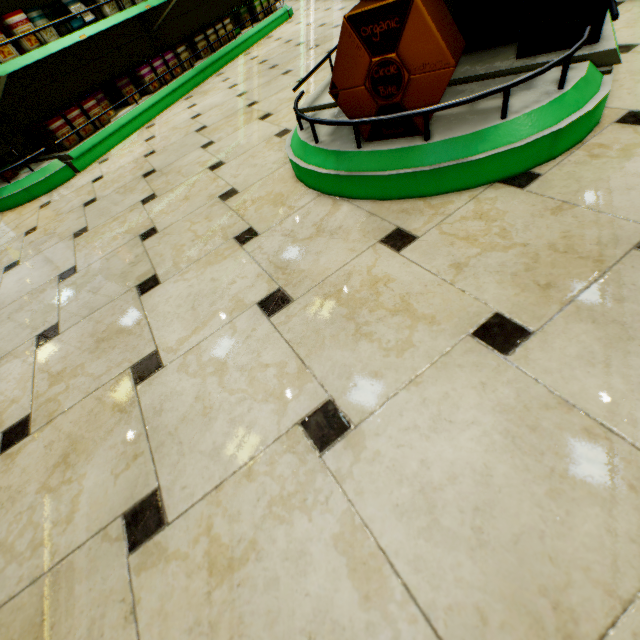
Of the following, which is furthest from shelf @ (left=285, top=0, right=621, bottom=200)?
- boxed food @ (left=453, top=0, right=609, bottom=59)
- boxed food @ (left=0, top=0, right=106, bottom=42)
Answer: boxed food @ (left=0, top=0, right=106, bottom=42)

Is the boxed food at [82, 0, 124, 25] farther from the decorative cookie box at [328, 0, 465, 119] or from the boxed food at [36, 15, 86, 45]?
the decorative cookie box at [328, 0, 465, 119]

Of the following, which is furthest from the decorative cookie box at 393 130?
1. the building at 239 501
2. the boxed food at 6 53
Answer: the boxed food at 6 53

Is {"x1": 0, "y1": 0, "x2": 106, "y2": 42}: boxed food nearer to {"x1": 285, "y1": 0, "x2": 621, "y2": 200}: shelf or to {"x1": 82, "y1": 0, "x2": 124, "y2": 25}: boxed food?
{"x1": 82, "y1": 0, "x2": 124, "y2": 25}: boxed food

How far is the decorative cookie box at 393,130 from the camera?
1.1 meters

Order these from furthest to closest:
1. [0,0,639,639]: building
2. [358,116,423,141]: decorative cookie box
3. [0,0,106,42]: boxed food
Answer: [0,0,106,42]: boxed food < [358,116,423,141]: decorative cookie box < [0,0,639,639]: building

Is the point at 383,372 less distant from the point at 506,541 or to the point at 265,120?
the point at 506,541

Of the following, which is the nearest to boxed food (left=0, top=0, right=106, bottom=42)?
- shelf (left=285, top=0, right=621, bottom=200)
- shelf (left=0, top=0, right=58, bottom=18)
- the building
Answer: shelf (left=0, top=0, right=58, bottom=18)
